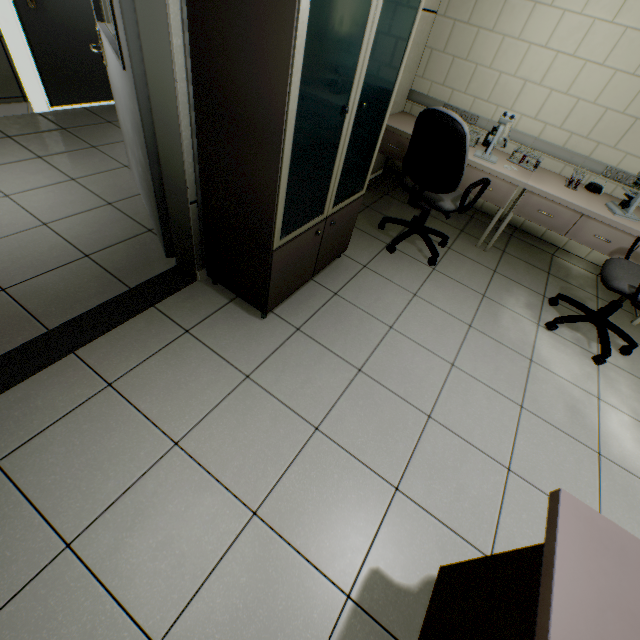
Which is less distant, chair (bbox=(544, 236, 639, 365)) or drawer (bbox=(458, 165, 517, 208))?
chair (bbox=(544, 236, 639, 365))

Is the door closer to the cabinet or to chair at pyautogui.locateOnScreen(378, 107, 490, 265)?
the cabinet

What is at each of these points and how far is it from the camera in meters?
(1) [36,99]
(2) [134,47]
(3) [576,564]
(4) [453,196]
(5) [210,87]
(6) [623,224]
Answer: (1) doorway, 3.5
(2) door, 1.5
(3) table, 0.7
(4) chair, 2.8
(5) cabinet, 1.4
(6) laboratory table, 2.7

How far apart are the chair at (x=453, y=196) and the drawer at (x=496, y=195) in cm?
71

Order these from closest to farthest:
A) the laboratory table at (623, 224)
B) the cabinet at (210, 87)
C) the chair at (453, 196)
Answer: the cabinet at (210, 87)
the chair at (453, 196)
the laboratory table at (623, 224)

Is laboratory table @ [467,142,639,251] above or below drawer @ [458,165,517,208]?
above

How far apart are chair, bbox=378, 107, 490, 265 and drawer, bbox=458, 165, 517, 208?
0.7m

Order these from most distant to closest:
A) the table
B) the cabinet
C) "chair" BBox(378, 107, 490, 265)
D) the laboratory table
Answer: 1. the laboratory table
2. "chair" BBox(378, 107, 490, 265)
3. the cabinet
4. the table
